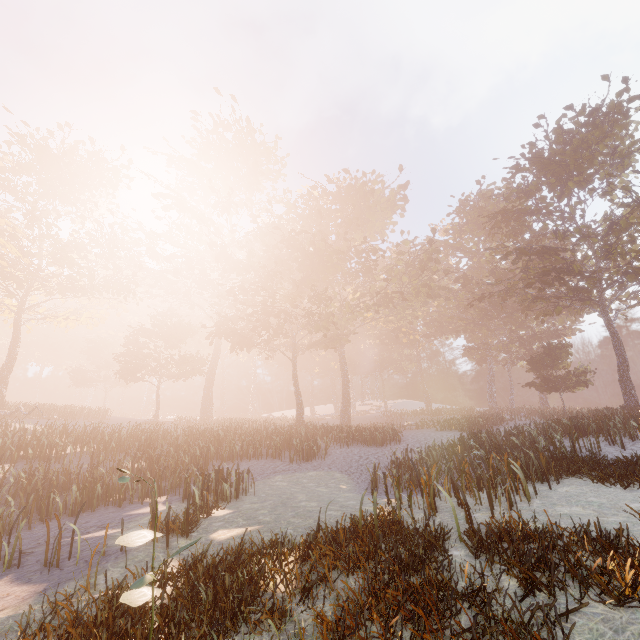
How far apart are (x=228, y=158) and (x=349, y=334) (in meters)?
27.86
